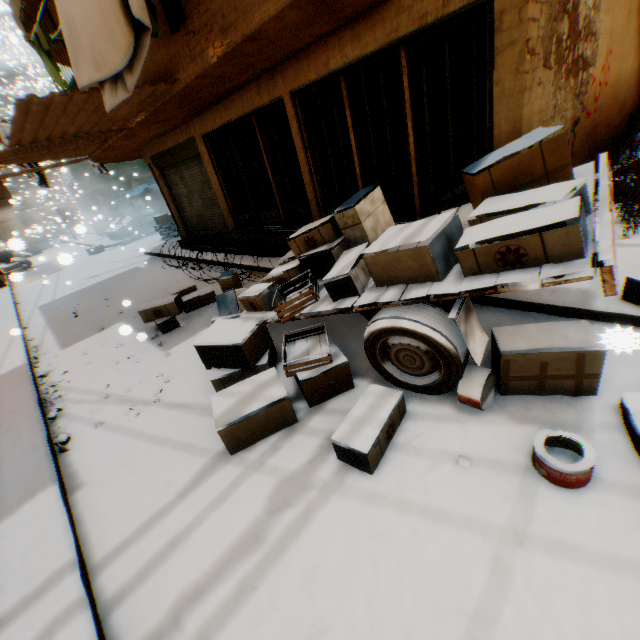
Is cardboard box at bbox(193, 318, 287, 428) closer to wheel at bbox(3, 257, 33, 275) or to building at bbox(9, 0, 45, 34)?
building at bbox(9, 0, 45, 34)

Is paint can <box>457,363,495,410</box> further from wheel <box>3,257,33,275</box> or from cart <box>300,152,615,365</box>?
wheel <box>3,257,33,275</box>

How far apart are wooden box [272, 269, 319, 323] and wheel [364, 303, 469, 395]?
0.7m

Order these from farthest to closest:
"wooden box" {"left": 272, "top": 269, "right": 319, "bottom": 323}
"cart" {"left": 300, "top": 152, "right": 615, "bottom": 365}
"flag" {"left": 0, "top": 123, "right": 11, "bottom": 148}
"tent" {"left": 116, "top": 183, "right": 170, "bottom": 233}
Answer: "tent" {"left": 116, "top": 183, "right": 170, "bottom": 233}, "flag" {"left": 0, "top": 123, "right": 11, "bottom": 148}, "wooden box" {"left": 272, "top": 269, "right": 319, "bottom": 323}, "cart" {"left": 300, "top": 152, "right": 615, "bottom": 365}

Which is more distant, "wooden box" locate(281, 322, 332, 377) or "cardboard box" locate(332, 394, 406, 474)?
"wooden box" locate(281, 322, 332, 377)

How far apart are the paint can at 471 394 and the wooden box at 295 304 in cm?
168

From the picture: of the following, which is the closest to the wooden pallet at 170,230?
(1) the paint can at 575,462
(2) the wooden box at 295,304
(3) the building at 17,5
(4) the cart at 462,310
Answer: (3) the building at 17,5

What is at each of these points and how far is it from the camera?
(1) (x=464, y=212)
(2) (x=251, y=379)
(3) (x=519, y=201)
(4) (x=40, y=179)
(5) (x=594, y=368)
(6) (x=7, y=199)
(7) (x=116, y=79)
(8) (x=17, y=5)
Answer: (1) cart, 3.7 meters
(2) cardboard box, 3.4 meters
(3) cardboard box, 2.5 meters
(4) flag, 11.0 meters
(5) cardboard box, 2.6 meters
(6) balcony, 14.2 meters
(7) dryer, 3.6 meters
(8) building, 7.5 meters
